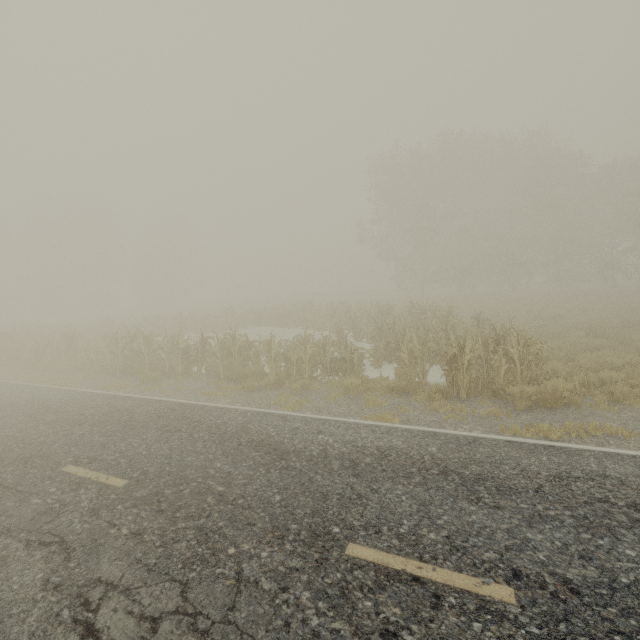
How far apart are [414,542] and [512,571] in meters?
1.0 m
